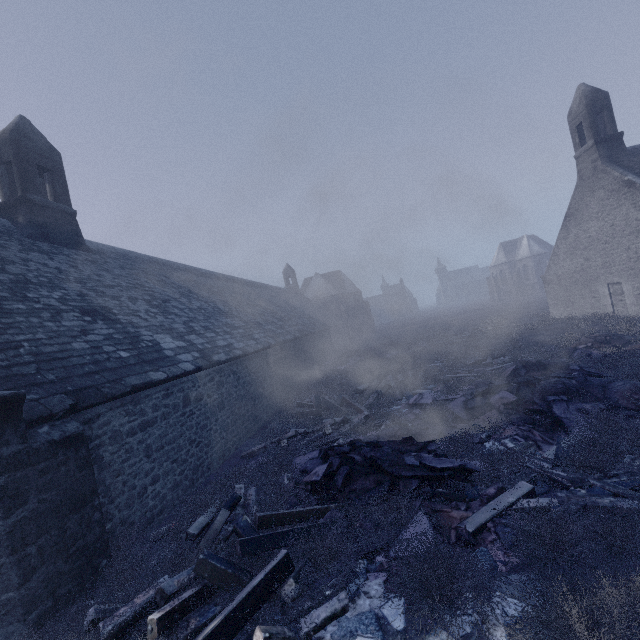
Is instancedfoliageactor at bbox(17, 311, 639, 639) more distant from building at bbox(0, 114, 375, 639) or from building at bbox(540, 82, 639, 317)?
building at bbox(540, 82, 639, 317)

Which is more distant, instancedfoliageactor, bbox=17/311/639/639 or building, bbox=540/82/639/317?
building, bbox=540/82/639/317

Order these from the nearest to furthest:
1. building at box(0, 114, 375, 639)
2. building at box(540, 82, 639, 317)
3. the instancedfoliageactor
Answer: the instancedfoliageactor
building at box(0, 114, 375, 639)
building at box(540, 82, 639, 317)

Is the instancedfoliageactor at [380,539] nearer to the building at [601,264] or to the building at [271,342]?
the building at [271,342]

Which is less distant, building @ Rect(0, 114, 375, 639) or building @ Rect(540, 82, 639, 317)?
building @ Rect(0, 114, 375, 639)

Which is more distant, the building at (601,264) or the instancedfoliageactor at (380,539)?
the building at (601,264)

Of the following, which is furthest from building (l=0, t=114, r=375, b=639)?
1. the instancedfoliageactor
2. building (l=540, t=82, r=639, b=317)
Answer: building (l=540, t=82, r=639, b=317)

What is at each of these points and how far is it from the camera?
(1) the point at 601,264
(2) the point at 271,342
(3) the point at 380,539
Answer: (1) building, 18.52m
(2) building, 14.84m
(3) instancedfoliageactor, 4.41m
